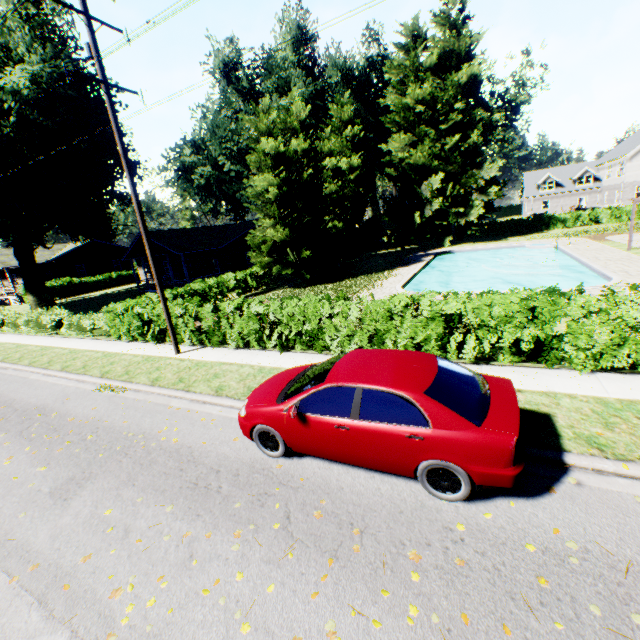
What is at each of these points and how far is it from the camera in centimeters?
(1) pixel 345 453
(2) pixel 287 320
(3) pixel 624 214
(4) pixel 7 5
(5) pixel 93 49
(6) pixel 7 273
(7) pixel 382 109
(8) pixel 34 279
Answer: (1) car, 510cm
(2) hedge, 1049cm
(3) hedge, 3675cm
(4) plant, 1902cm
(5) power line pole, 950cm
(6) house, 3691cm
(7) plant, 5497cm
(8) plant, 2848cm

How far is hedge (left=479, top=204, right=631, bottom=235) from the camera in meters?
37.2

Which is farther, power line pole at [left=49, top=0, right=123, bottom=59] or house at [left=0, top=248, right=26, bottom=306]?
house at [left=0, top=248, right=26, bottom=306]

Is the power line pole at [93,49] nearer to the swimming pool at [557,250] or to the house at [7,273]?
the swimming pool at [557,250]

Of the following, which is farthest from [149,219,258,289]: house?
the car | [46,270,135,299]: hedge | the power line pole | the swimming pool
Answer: the car

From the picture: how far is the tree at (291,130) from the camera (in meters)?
21.39

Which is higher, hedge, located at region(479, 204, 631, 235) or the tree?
the tree

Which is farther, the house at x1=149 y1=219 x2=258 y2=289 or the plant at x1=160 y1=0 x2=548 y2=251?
the plant at x1=160 y1=0 x2=548 y2=251
